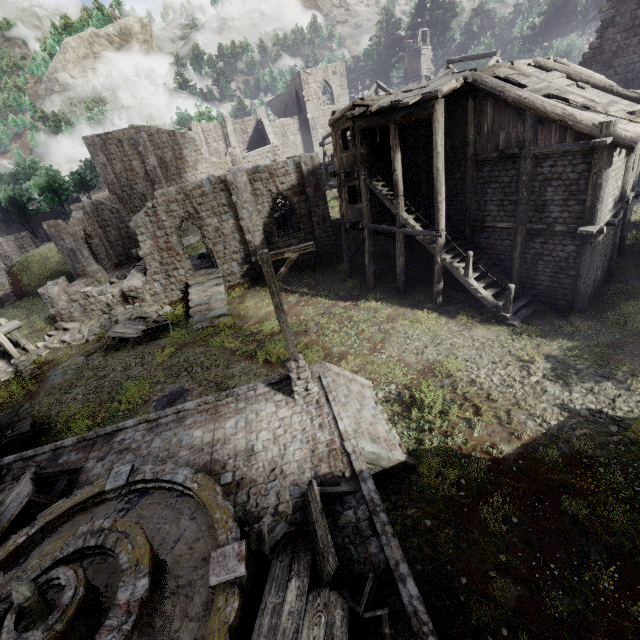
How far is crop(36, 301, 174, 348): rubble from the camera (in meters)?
21.55

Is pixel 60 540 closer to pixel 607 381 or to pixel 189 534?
pixel 189 534

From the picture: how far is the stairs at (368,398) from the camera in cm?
868

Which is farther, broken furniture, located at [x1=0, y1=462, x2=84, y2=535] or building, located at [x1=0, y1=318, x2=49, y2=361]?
building, located at [x1=0, y1=318, x2=49, y2=361]

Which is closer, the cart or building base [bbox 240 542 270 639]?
building base [bbox 240 542 270 639]

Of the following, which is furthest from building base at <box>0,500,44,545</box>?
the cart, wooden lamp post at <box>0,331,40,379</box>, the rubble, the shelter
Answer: the shelter

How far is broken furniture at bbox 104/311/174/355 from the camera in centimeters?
1942cm

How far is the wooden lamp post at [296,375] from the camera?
8.5 meters
